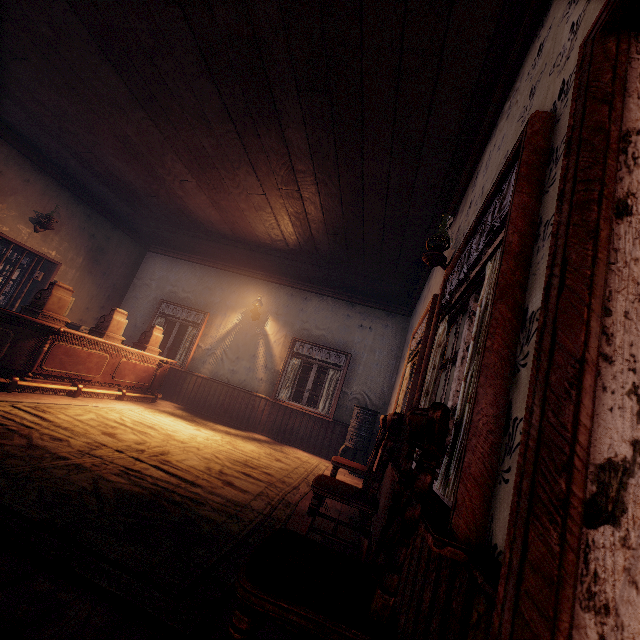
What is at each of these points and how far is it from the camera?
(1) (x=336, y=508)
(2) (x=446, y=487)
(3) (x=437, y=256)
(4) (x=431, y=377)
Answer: (1) building, 3.8m
(2) curtain, 1.1m
(3) bp, 3.1m
(4) curtain, 2.2m

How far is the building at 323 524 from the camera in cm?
307

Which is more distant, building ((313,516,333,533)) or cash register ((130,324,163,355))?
cash register ((130,324,163,355))

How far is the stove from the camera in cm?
641

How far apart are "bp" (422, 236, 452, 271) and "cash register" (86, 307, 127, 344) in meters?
5.4

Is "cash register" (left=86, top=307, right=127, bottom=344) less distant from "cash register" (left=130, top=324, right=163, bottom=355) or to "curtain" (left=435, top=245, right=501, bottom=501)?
"cash register" (left=130, top=324, right=163, bottom=355)

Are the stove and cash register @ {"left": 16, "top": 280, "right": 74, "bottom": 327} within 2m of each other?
no

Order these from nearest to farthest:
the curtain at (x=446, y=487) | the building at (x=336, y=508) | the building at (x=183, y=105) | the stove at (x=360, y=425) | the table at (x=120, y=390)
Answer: the building at (x=183, y=105), the curtain at (x=446, y=487), the building at (x=336, y=508), the table at (x=120, y=390), the stove at (x=360, y=425)
